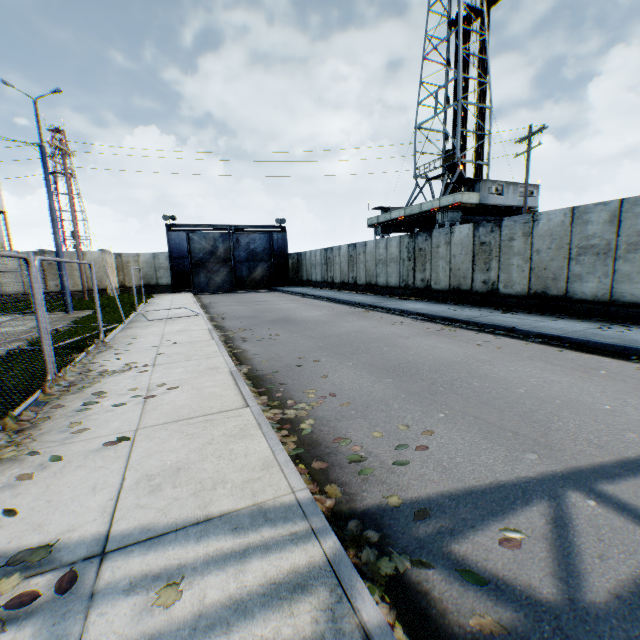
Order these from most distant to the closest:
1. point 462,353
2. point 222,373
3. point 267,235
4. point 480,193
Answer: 1. point 267,235
2. point 480,193
3. point 462,353
4. point 222,373

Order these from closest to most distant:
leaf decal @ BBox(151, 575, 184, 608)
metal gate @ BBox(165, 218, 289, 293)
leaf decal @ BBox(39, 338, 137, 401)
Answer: leaf decal @ BBox(151, 575, 184, 608) → leaf decal @ BBox(39, 338, 137, 401) → metal gate @ BBox(165, 218, 289, 293)

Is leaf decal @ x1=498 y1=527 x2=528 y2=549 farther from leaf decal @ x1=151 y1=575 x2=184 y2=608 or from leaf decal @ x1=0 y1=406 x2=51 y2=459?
leaf decal @ x1=0 y1=406 x2=51 y2=459

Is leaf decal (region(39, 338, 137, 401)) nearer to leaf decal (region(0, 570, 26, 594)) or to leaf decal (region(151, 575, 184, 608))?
leaf decal (region(0, 570, 26, 594))

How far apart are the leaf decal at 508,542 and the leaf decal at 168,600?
2.2m

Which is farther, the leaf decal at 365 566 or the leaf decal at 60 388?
the leaf decal at 60 388

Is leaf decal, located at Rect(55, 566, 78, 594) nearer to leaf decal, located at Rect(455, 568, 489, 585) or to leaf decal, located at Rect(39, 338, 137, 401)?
leaf decal, located at Rect(455, 568, 489, 585)

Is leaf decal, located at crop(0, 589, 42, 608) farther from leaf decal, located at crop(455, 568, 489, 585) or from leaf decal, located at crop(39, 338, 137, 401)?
leaf decal, located at crop(455, 568, 489, 585)
